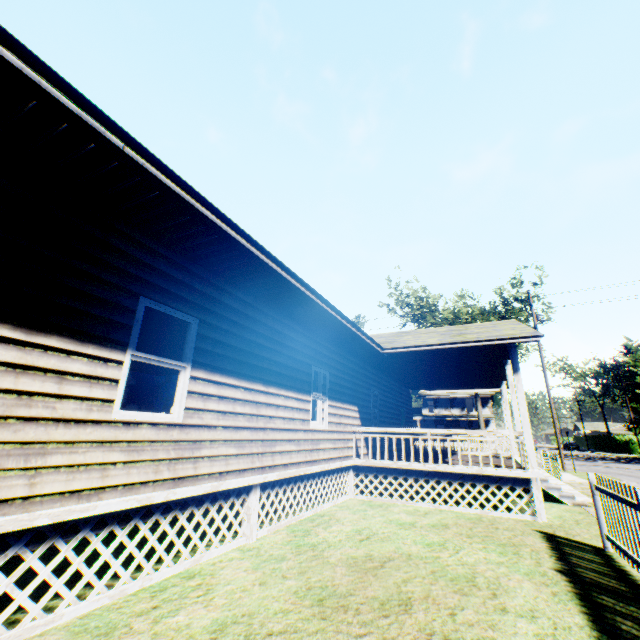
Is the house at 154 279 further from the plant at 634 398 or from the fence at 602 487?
the plant at 634 398

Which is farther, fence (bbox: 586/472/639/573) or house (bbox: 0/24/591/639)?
fence (bbox: 586/472/639/573)

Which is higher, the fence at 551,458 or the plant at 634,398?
the plant at 634,398

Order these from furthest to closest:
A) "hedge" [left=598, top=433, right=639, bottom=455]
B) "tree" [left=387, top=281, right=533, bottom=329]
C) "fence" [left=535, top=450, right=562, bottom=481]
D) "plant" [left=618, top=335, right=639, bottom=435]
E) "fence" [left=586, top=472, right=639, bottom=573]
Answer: "plant" [left=618, top=335, right=639, bottom=435]
"hedge" [left=598, top=433, right=639, bottom=455]
"tree" [left=387, top=281, right=533, bottom=329]
"fence" [left=535, top=450, right=562, bottom=481]
"fence" [left=586, top=472, right=639, bottom=573]

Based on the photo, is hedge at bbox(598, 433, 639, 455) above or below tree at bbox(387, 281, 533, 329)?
below

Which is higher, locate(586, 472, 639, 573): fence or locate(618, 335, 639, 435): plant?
locate(618, 335, 639, 435): plant

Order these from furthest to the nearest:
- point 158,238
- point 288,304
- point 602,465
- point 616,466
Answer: point 602,465
point 616,466
point 288,304
point 158,238

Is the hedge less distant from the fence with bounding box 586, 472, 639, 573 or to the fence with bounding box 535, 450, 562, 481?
the fence with bounding box 535, 450, 562, 481
